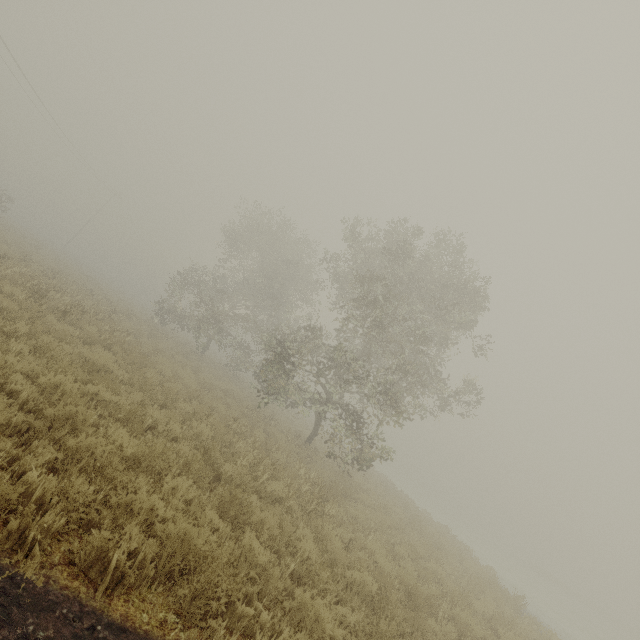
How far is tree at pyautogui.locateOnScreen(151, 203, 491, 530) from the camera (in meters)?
12.95

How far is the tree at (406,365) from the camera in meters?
13.0

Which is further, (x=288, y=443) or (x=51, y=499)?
(x=288, y=443)
